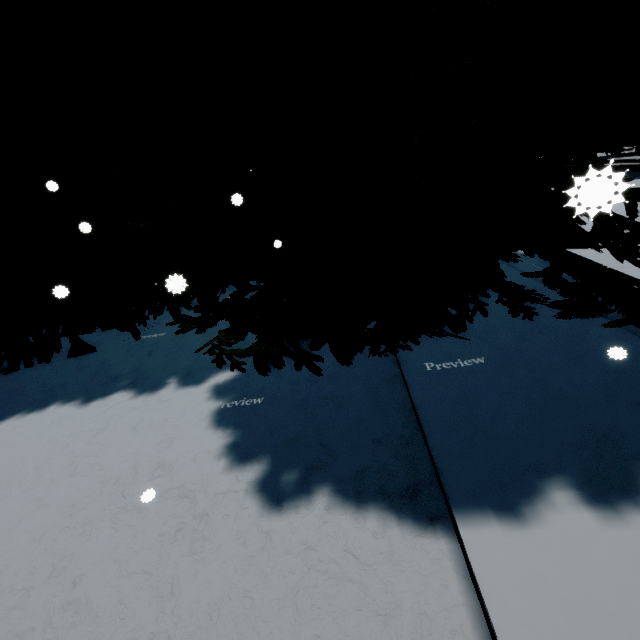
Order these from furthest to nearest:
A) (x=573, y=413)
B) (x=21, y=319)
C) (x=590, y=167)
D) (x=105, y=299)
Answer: (x=21, y=319), (x=105, y=299), (x=573, y=413), (x=590, y=167)

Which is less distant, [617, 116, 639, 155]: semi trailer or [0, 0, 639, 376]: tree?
[0, 0, 639, 376]: tree

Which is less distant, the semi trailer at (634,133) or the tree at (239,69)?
the tree at (239,69)
